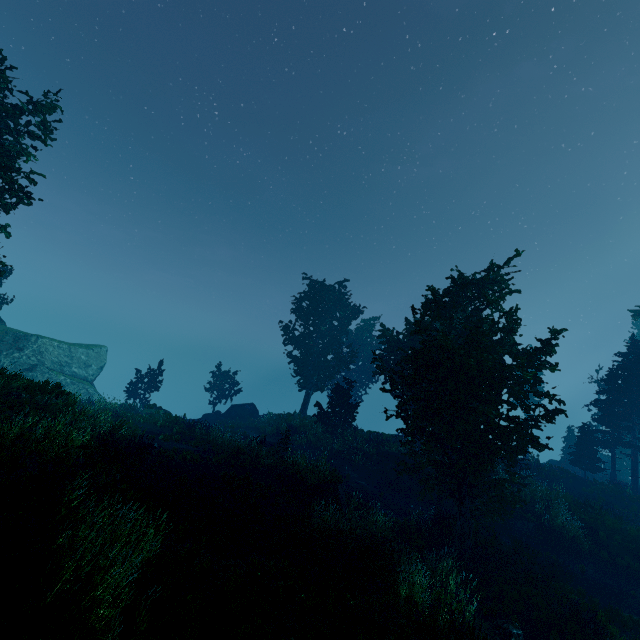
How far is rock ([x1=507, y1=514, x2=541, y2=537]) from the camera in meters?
17.5 m

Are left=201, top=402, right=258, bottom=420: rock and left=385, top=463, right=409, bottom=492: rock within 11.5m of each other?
no

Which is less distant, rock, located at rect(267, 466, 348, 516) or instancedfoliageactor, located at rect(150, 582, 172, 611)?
instancedfoliageactor, located at rect(150, 582, 172, 611)

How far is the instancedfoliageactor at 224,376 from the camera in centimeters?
3541cm

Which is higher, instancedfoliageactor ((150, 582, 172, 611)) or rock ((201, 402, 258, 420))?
rock ((201, 402, 258, 420))

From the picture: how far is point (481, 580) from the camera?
11.1 meters

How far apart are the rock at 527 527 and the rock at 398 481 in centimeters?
595cm
